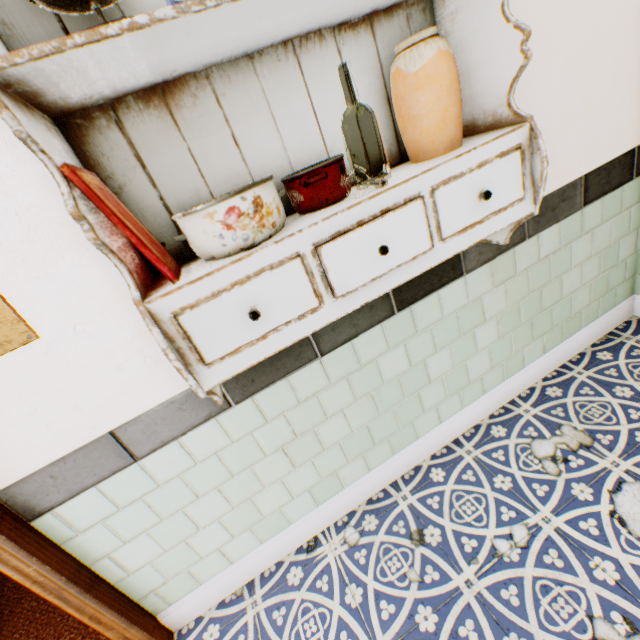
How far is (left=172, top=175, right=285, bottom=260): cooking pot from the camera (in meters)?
0.76

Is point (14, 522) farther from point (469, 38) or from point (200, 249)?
point (469, 38)

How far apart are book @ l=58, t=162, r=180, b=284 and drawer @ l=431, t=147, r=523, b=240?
0.1m

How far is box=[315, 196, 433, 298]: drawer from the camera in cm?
86

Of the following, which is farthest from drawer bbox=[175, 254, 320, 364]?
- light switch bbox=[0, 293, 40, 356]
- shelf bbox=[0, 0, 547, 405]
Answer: light switch bbox=[0, 293, 40, 356]

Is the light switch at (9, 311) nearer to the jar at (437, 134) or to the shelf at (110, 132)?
the shelf at (110, 132)

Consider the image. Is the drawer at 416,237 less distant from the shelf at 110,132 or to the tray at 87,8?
the shelf at 110,132

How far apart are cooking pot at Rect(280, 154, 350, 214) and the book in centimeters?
9cm
